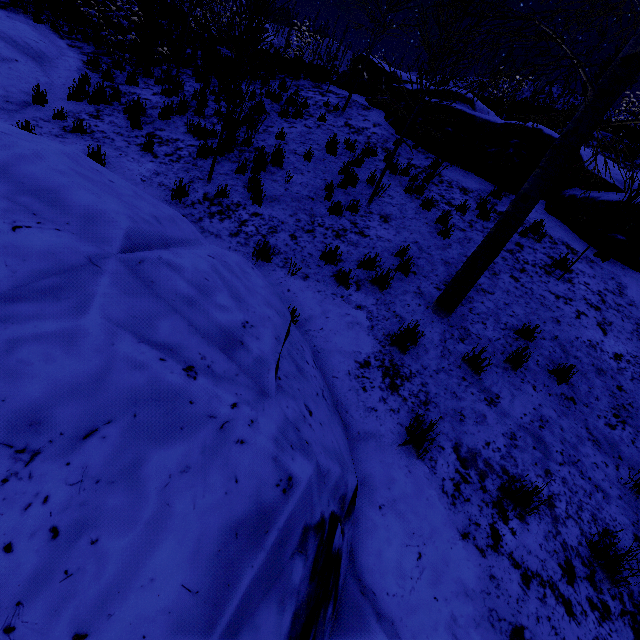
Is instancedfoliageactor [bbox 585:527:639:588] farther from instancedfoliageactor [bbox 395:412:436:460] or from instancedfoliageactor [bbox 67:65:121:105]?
instancedfoliageactor [bbox 67:65:121:105]

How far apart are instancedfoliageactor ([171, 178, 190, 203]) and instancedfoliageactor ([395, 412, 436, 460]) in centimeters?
534cm

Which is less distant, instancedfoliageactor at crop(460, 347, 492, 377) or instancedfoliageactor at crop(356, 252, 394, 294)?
instancedfoliageactor at crop(460, 347, 492, 377)

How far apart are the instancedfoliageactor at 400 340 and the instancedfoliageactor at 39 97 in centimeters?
897cm

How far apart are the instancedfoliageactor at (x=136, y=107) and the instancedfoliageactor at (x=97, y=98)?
1.3 meters

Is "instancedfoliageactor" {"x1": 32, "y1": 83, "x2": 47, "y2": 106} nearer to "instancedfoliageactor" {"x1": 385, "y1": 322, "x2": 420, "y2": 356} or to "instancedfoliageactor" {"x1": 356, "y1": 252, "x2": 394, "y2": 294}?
"instancedfoliageactor" {"x1": 356, "y1": 252, "x2": 394, "y2": 294}

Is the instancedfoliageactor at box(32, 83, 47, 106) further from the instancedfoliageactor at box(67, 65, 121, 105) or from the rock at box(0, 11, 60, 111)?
the instancedfoliageactor at box(67, 65, 121, 105)

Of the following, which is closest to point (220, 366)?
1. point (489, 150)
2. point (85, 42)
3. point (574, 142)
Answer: point (574, 142)
